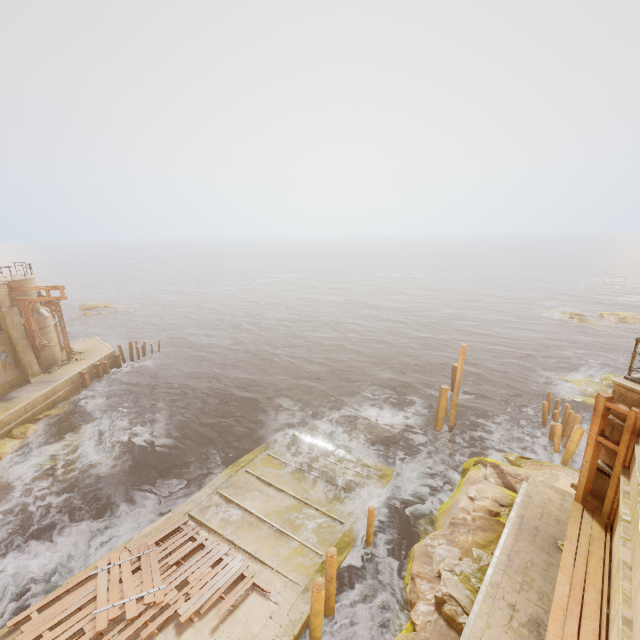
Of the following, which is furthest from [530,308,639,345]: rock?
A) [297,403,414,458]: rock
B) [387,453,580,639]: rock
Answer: [297,403,414,458]: rock

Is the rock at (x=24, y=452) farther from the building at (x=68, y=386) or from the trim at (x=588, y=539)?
the trim at (x=588, y=539)

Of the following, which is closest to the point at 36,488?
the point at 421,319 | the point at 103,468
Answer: the point at 103,468

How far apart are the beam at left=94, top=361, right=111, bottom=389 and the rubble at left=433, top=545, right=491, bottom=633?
26.98m

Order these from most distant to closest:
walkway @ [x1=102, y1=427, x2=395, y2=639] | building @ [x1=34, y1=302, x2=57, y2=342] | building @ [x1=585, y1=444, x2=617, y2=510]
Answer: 1. building @ [x1=34, y1=302, x2=57, y2=342]
2. walkway @ [x1=102, y1=427, x2=395, y2=639]
3. building @ [x1=585, y1=444, x2=617, y2=510]

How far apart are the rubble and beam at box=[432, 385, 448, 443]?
8.8 meters

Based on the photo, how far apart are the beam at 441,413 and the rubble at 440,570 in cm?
877

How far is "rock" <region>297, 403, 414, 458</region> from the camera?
18.27m
